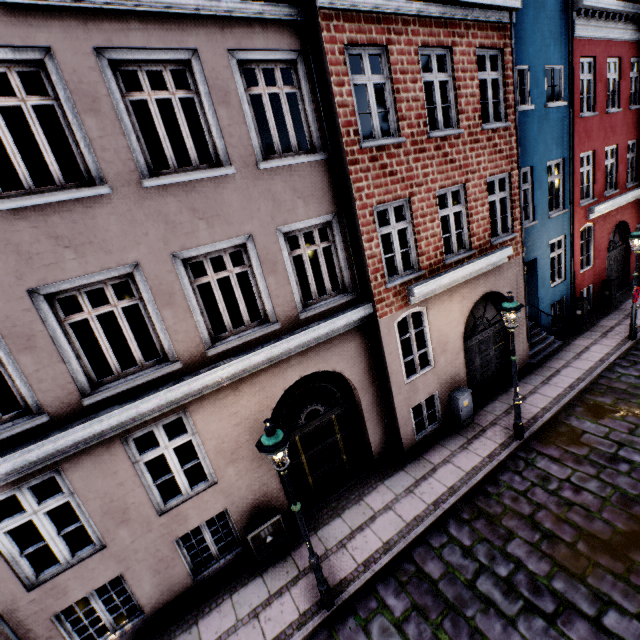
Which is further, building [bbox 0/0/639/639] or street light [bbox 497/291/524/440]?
street light [bbox 497/291/524/440]

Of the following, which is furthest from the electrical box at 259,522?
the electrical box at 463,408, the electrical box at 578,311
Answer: the electrical box at 578,311

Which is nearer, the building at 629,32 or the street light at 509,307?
the building at 629,32

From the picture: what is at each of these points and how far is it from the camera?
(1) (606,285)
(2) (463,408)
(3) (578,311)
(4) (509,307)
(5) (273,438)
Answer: (1) electrical box, 13.50m
(2) electrical box, 8.97m
(3) electrical box, 12.55m
(4) street light, 7.14m
(5) street light, 4.60m

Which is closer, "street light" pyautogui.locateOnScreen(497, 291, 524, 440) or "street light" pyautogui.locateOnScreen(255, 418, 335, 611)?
"street light" pyautogui.locateOnScreen(255, 418, 335, 611)

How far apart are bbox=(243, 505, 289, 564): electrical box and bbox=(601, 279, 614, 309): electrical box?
15.5m

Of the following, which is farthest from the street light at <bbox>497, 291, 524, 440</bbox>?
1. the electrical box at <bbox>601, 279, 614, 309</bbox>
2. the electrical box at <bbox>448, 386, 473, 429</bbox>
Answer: the electrical box at <bbox>601, 279, 614, 309</bbox>

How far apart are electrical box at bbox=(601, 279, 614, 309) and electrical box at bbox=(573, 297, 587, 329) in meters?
2.1
